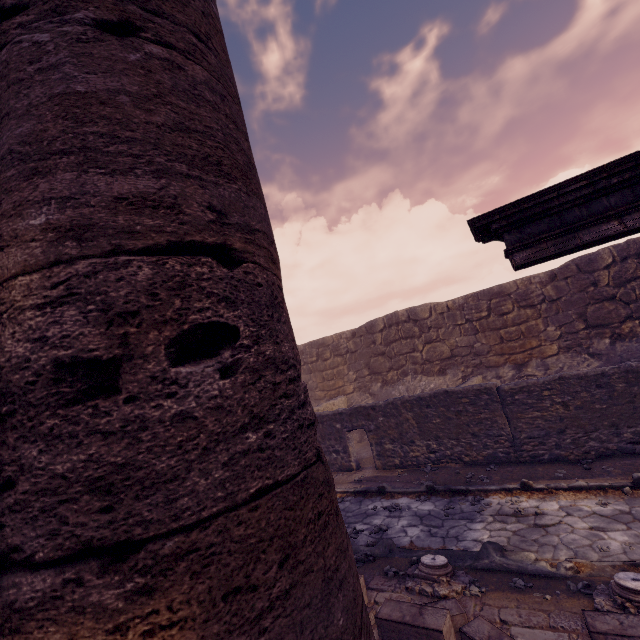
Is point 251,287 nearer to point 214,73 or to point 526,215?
point 214,73

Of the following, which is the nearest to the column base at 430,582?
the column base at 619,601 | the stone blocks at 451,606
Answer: the stone blocks at 451,606

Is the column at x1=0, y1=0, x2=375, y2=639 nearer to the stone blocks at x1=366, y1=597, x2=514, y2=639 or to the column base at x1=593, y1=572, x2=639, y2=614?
the stone blocks at x1=366, y1=597, x2=514, y2=639

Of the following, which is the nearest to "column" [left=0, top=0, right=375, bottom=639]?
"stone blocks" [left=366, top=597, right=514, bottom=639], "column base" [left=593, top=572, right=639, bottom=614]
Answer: "stone blocks" [left=366, top=597, right=514, bottom=639]

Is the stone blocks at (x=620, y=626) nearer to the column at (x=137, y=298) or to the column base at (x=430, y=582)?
the column base at (x=430, y=582)

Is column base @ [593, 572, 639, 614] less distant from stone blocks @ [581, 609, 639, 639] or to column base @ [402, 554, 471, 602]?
stone blocks @ [581, 609, 639, 639]

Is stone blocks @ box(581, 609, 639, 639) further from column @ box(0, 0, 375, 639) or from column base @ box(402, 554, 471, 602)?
column @ box(0, 0, 375, 639)
